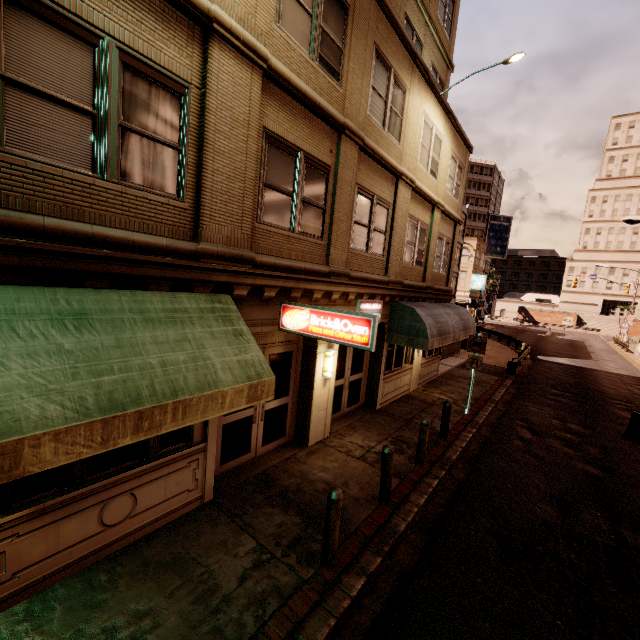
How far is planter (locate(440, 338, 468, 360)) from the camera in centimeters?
2190cm

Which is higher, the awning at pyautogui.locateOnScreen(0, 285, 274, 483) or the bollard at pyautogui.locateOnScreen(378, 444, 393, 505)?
the awning at pyautogui.locateOnScreen(0, 285, 274, 483)

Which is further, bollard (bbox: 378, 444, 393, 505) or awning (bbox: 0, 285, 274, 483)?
bollard (bbox: 378, 444, 393, 505)

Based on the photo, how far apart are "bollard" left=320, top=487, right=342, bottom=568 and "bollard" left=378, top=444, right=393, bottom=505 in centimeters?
171cm

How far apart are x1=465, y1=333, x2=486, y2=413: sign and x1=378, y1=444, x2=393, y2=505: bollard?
6.80m

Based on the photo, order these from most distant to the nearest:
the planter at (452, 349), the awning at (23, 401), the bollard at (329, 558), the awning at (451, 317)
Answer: the planter at (452, 349) → the awning at (451, 317) → the bollard at (329, 558) → the awning at (23, 401)

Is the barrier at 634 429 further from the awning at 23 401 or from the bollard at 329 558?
the awning at 23 401

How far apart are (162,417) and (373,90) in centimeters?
933cm
